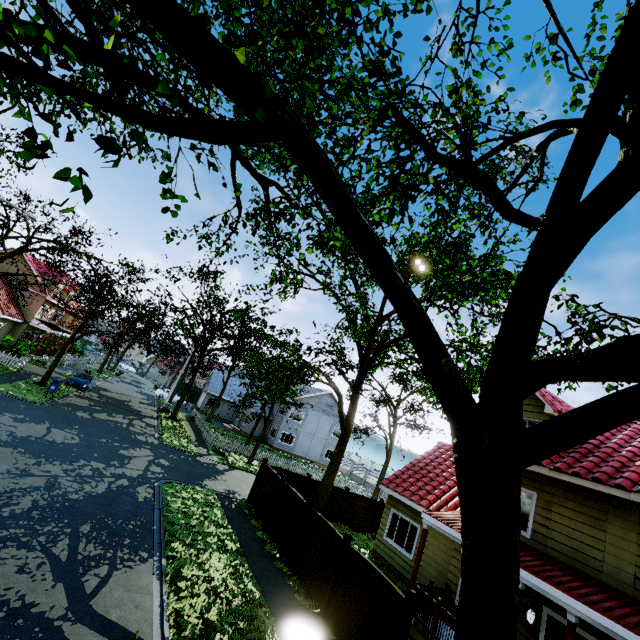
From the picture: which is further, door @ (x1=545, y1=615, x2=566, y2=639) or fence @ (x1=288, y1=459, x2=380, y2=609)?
fence @ (x1=288, y1=459, x2=380, y2=609)

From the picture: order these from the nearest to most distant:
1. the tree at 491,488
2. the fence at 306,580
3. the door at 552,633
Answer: the tree at 491,488 → the door at 552,633 → the fence at 306,580

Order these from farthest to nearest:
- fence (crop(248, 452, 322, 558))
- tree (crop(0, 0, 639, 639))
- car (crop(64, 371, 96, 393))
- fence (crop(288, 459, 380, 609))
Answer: car (crop(64, 371, 96, 393)) < fence (crop(248, 452, 322, 558)) < fence (crop(288, 459, 380, 609)) < tree (crop(0, 0, 639, 639))

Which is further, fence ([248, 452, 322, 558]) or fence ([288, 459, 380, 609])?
fence ([248, 452, 322, 558])

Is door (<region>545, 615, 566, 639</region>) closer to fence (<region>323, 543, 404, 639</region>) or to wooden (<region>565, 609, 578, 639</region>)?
wooden (<region>565, 609, 578, 639</region>)

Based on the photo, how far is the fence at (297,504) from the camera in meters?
12.7

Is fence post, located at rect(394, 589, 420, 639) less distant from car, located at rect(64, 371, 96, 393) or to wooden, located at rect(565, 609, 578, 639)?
wooden, located at rect(565, 609, 578, 639)

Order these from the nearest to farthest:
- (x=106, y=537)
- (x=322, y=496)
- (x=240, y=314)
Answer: (x=106, y=537)
(x=322, y=496)
(x=240, y=314)
